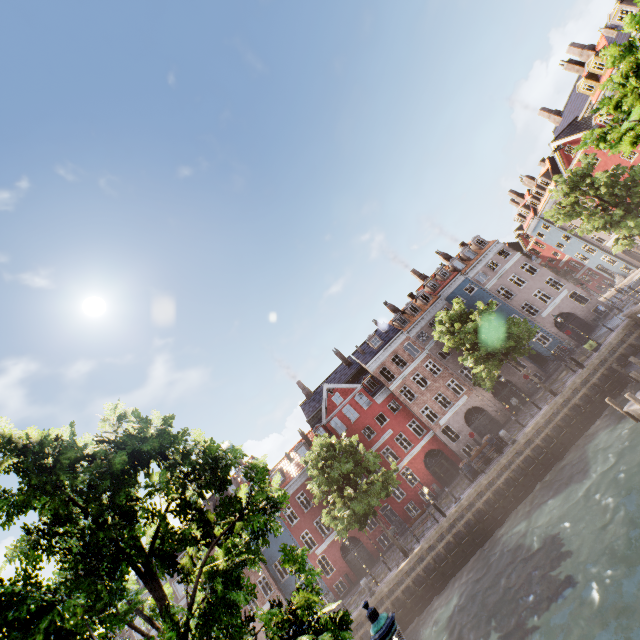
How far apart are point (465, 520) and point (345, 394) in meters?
17.7 m

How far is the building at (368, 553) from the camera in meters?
31.0 m

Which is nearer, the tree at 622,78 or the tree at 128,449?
the tree at 128,449

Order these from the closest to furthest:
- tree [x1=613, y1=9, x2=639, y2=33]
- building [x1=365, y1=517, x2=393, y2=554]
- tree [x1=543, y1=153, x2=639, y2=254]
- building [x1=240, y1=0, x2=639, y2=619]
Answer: tree [x1=613, y1=9, x2=639, y2=33]
tree [x1=543, y1=153, x2=639, y2=254]
building [x1=365, y1=517, x2=393, y2=554]
building [x1=240, y1=0, x2=639, y2=619]

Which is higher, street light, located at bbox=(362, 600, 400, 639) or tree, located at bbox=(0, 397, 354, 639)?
tree, located at bbox=(0, 397, 354, 639)

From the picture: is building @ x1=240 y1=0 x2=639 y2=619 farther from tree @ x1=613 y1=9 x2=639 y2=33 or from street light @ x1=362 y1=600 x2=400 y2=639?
tree @ x1=613 y1=9 x2=639 y2=33

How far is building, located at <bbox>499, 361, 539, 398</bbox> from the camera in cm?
3216
